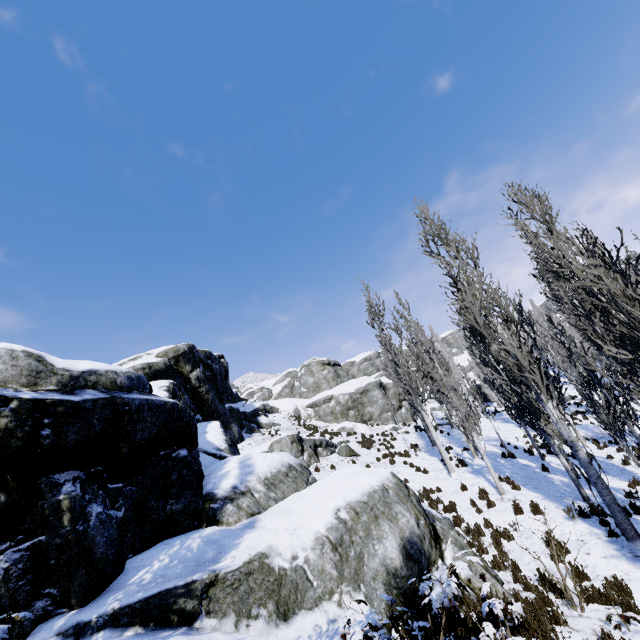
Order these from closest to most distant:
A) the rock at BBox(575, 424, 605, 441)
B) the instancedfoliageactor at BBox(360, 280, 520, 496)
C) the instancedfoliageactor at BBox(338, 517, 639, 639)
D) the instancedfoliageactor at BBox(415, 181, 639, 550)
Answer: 1. the instancedfoliageactor at BBox(338, 517, 639, 639)
2. the instancedfoliageactor at BBox(415, 181, 639, 550)
3. the instancedfoliageactor at BBox(360, 280, 520, 496)
4. the rock at BBox(575, 424, 605, 441)

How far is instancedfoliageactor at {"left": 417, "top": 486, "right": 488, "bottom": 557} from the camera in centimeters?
909cm

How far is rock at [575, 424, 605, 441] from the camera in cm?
2097

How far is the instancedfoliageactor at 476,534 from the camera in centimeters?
909cm

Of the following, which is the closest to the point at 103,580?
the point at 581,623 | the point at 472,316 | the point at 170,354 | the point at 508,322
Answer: the point at 581,623

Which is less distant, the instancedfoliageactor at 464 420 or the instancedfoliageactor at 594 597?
the instancedfoliageactor at 594 597

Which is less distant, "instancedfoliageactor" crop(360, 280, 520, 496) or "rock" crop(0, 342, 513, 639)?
Result: "rock" crop(0, 342, 513, 639)
